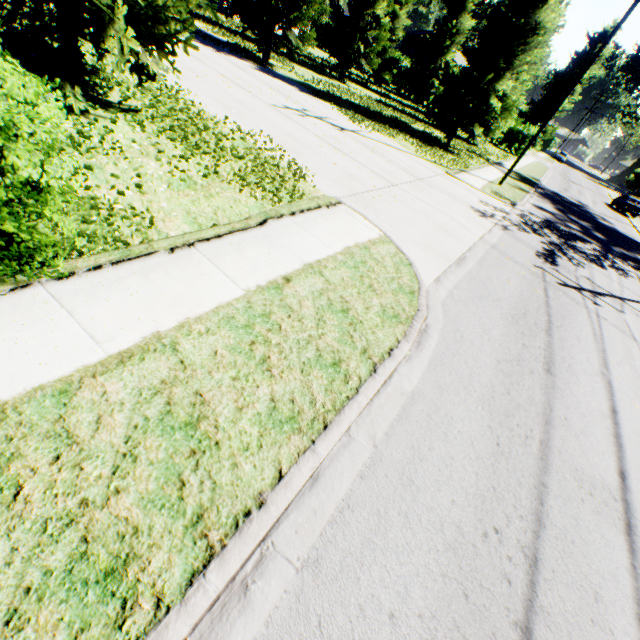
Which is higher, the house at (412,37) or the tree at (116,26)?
the house at (412,37)

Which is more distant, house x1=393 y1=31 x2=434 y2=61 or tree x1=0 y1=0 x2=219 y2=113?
house x1=393 y1=31 x2=434 y2=61

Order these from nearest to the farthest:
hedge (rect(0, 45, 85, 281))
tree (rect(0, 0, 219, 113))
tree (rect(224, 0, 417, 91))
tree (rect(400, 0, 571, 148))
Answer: hedge (rect(0, 45, 85, 281)), tree (rect(0, 0, 219, 113)), tree (rect(224, 0, 417, 91)), tree (rect(400, 0, 571, 148))

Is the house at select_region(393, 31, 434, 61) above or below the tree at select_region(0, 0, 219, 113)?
above

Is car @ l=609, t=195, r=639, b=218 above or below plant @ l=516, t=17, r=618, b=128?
below

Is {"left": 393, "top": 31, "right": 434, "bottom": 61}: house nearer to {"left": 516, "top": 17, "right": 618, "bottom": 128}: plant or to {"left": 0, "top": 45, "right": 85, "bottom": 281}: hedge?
{"left": 516, "top": 17, "right": 618, "bottom": 128}: plant

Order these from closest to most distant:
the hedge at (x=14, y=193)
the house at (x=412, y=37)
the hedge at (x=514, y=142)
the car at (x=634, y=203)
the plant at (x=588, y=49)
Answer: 1. the hedge at (x=14, y=193)
2. the car at (x=634, y=203)
3. the hedge at (x=514, y=142)
4. the house at (x=412, y=37)
5. the plant at (x=588, y=49)

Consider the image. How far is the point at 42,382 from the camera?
2.6m
